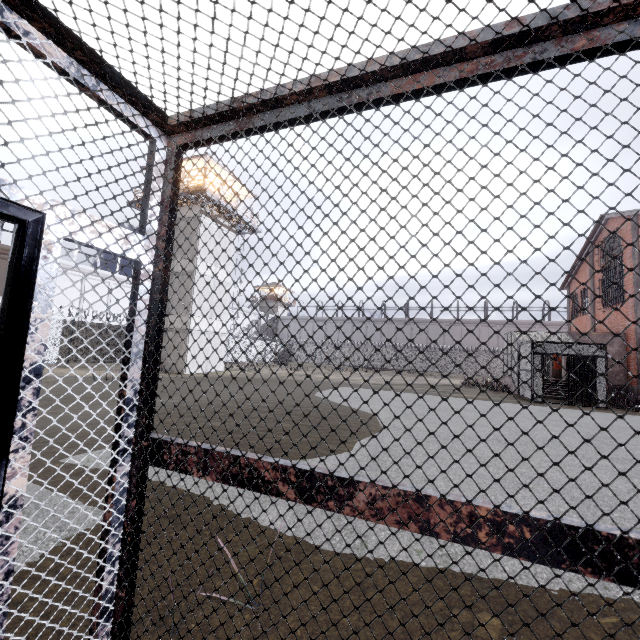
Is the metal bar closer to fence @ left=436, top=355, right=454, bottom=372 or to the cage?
the cage

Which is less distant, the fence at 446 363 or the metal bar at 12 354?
the metal bar at 12 354

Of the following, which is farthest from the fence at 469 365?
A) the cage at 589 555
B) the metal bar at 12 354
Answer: the metal bar at 12 354

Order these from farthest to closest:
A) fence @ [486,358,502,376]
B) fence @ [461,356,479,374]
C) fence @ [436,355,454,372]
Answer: fence @ [436,355,454,372] < fence @ [461,356,479,374] < fence @ [486,358,502,376]

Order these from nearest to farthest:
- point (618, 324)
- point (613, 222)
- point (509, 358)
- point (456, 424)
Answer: point (456, 424), point (618, 324), point (613, 222), point (509, 358)

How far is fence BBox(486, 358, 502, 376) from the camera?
39.4 meters
